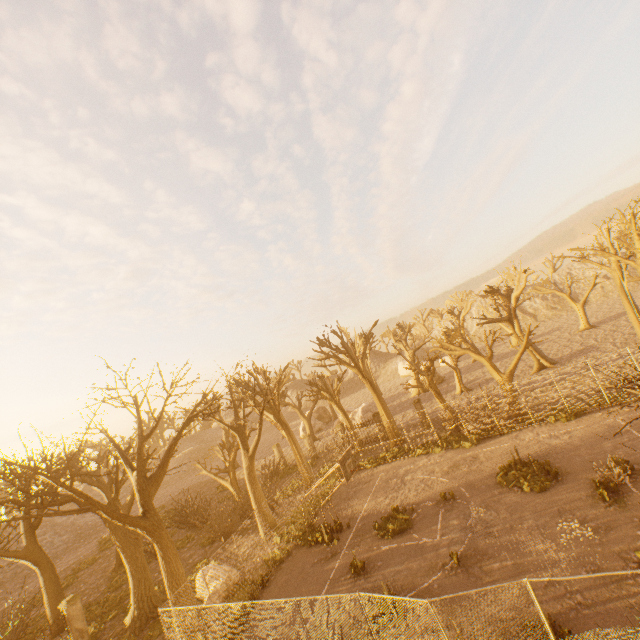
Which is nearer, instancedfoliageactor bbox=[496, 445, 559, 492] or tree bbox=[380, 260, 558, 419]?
instancedfoliageactor bbox=[496, 445, 559, 492]

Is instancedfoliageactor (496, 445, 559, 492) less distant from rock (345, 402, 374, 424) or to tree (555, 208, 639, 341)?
tree (555, 208, 639, 341)

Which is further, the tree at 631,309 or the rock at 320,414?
the rock at 320,414

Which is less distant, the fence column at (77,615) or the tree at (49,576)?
the tree at (49,576)

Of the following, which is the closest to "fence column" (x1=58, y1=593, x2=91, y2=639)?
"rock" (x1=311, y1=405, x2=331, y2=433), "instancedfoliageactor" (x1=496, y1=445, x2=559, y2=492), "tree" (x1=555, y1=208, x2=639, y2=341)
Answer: "tree" (x1=555, y1=208, x2=639, y2=341)

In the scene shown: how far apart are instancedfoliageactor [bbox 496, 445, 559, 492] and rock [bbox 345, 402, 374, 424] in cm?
2238

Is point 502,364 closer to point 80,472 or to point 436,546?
point 436,546

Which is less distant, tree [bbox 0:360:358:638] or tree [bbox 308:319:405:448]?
tree [bbox 0:360:358:638]
